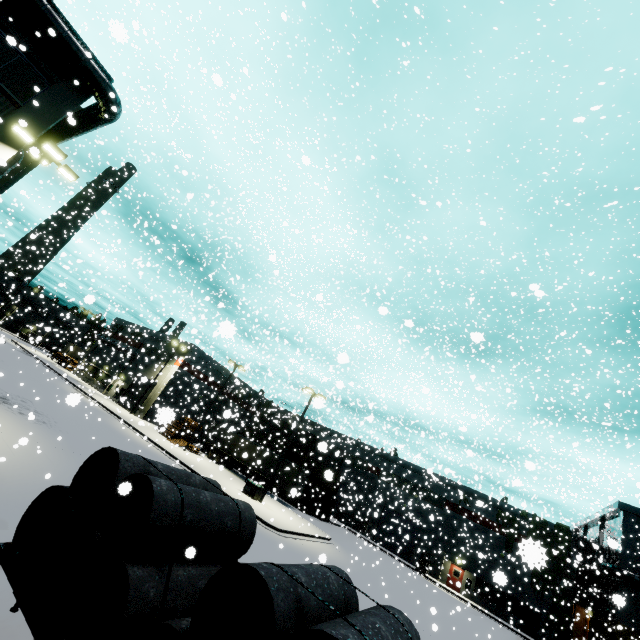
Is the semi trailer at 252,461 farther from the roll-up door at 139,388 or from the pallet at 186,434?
the pallet at 186,434

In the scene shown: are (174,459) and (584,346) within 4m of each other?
no

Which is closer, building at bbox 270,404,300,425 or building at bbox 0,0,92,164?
building at bbox 0,0,92,164

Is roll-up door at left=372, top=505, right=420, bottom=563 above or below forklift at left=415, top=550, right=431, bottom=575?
above

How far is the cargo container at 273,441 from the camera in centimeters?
4094cm

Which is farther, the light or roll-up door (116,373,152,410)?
roll-up door (116,373,152,410)

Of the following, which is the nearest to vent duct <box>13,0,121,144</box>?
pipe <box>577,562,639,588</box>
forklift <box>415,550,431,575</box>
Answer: pipe <box>577,562,639,588</box>

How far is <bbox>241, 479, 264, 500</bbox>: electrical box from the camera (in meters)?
25.78
